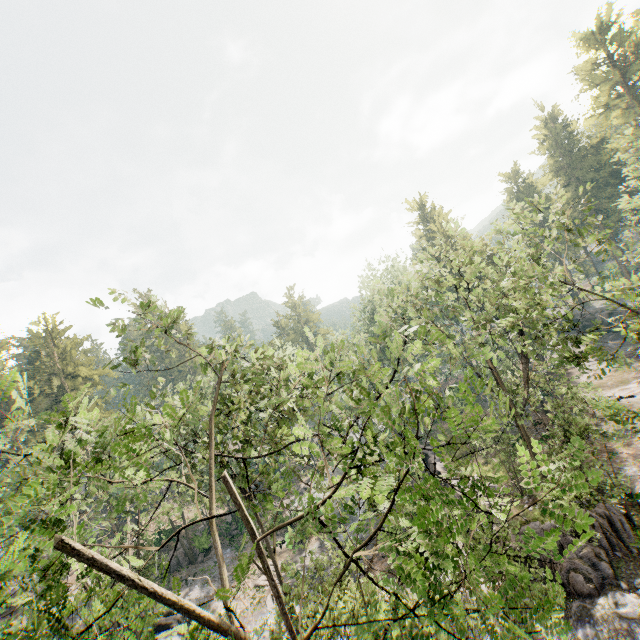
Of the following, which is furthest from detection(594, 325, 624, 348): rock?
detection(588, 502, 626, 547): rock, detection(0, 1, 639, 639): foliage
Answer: detection(588, 502, 626, 547): rock

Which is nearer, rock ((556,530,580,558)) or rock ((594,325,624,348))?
rock ((556,530,580,558))

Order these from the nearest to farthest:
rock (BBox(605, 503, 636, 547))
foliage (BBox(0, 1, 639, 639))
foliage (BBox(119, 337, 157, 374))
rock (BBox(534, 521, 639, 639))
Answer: foliage (BBox(0, 1, 639, 639))
foliage (BBox(119, 337, 157, 374))
rock (BBox(534, 521, 639, 639))
rock (BBox(605, 503, 636, 547))

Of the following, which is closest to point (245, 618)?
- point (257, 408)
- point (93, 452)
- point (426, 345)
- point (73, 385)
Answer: point (257, 408)

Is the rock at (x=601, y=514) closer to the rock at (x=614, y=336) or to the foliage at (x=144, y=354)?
the foliage at (x=144, y=354)

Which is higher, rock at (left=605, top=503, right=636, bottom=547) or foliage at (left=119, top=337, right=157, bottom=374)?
foliage at (left=119, top=337, right=157, bottom=374)

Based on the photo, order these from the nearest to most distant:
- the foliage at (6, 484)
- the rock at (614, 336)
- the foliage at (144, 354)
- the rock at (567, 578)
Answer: the foliage at (6, 484) < the foliage at (144, 354) < the rock at (567, 578) < the rock at (614, 336)

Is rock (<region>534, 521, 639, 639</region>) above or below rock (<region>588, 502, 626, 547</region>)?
below
